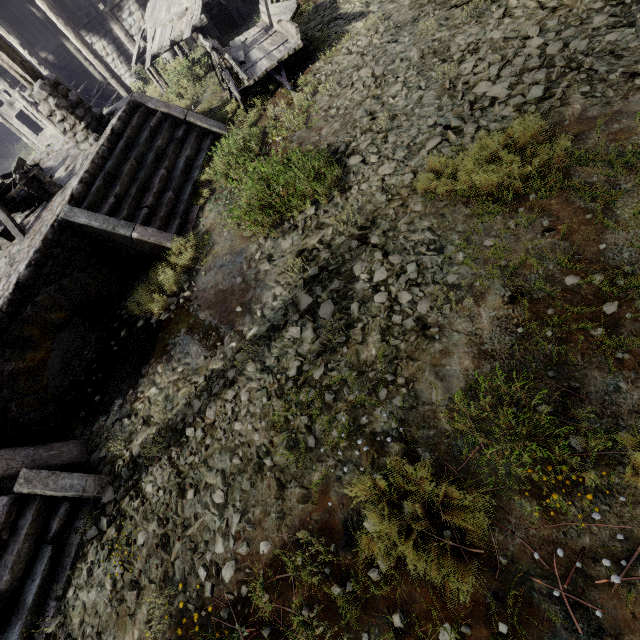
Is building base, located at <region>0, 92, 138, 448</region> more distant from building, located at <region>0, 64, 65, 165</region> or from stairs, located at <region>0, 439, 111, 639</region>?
building, located at <region>0, 64, 65, 165</region>

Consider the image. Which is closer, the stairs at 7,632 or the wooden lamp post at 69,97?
the stairs at 7,632

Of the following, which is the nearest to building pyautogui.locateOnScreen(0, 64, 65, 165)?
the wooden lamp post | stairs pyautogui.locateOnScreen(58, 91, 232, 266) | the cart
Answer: the cart

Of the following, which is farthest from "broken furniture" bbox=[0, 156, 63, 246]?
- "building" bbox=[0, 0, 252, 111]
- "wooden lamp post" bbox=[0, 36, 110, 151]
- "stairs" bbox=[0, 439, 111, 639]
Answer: "building" bbox=[0, 0, 252, 111]

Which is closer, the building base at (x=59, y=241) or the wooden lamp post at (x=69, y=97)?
the building base at (x=59, y=241)

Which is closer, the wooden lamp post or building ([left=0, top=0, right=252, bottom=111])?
the wooden lamp post

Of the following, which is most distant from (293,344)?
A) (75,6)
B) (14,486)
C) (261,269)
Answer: (75,6)

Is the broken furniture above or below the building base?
above
